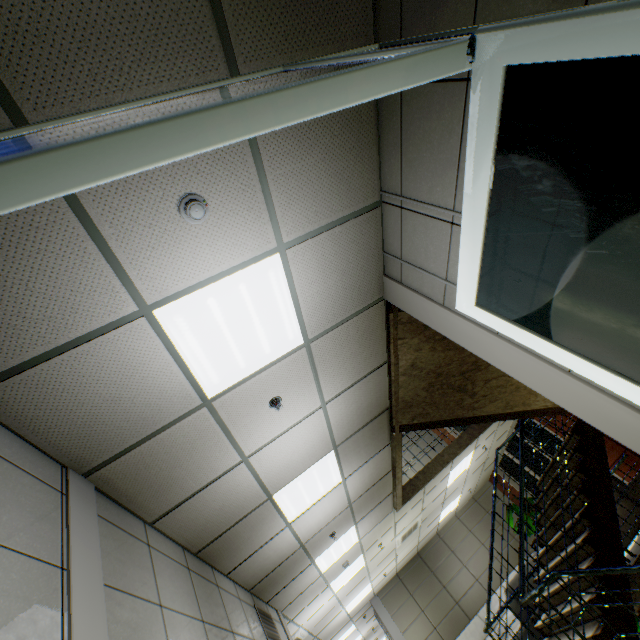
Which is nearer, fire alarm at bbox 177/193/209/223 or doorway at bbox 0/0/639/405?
doorway at bbox 0/0/639/405

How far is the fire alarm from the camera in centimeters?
181cm

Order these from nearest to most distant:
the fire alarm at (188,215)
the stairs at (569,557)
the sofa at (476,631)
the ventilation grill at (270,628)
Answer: the fire alarm at (188,215)
the stairs at (569,557)
the ventilation grill at (270,628)
the sofa at (476,631)

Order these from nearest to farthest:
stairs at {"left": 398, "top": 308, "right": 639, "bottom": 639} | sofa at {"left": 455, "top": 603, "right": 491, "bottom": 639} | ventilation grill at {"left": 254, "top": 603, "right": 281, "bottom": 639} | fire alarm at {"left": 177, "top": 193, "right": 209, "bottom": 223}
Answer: fire alarm at {"left": 177, "top": 193, "right": 209, "bottom": 223}, stairs at {"left": 398, "top": 308, "right": 639, "bottom": 639}, ventilation grill at {"left": 254, "top": 603, "right": 281, "bottom": 639}, sofa at {"left": 455, "top": 603, "right": 491, "bottom": 639}

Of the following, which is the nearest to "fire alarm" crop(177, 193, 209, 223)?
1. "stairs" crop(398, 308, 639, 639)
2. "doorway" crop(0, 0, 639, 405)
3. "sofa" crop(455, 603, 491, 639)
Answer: "doorway" crop(0, 0, 639, 405)

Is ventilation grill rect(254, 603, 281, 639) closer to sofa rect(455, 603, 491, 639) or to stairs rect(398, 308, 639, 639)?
stairs rect(398, 308, 639, 639)

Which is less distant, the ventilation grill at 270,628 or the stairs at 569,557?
the stairs at 569,557

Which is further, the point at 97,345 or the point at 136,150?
the point at 97,345
